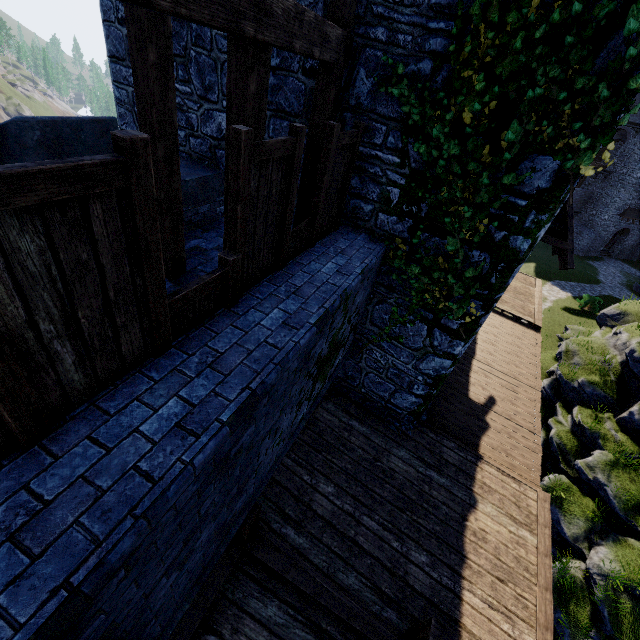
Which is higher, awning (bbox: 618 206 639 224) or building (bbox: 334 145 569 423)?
building (bbox: 334 145 569 423)

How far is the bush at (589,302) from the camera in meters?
27.4

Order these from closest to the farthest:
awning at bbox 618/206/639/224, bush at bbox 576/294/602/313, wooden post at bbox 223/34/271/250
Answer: wooden post at bbox 223/34/271/250, bush at bbox 576/294/602/313, awning at bbox 618/206/639/224

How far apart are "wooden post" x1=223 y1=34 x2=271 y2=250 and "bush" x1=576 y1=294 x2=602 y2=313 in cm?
3285

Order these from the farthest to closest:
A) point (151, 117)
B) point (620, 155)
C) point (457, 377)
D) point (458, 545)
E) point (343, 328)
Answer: point (620, 155), point (457, 377), point (458, 545), point (343, 328), point (151, 117)

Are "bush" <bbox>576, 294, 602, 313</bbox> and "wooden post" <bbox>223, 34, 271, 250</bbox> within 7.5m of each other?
no

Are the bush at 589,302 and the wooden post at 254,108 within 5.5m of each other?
no

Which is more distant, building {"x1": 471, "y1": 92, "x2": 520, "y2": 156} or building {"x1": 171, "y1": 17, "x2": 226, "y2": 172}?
building {"x1": 171, "y1": 17, "x2": 226, "y2": 172}
